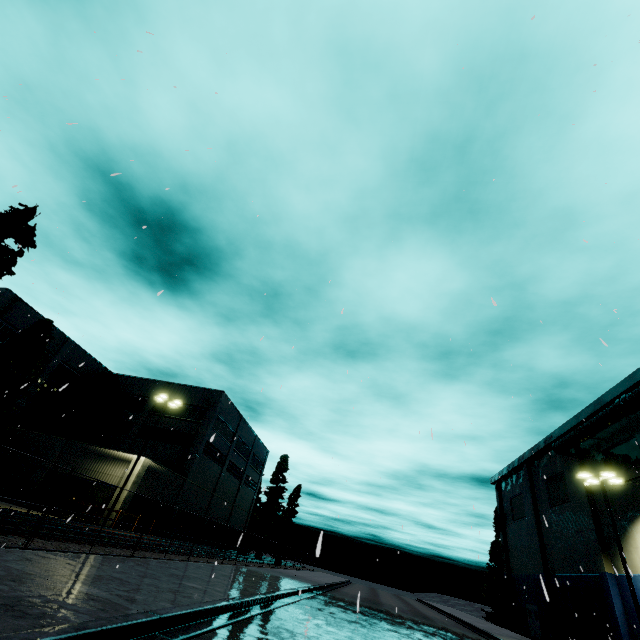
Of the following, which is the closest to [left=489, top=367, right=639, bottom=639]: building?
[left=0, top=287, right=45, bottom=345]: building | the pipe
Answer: the pipe

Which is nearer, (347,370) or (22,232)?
(347,370)

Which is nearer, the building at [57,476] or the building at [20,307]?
the building at [57,476]

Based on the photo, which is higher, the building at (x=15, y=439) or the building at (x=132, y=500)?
the building at (x=15, y=439)

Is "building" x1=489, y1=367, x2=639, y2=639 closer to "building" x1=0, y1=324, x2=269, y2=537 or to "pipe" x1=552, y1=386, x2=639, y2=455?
"pipe" x1=552, y1=386, x2=639, y2=455

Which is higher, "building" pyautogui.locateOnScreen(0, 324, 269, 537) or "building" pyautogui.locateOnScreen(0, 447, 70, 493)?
"building" pyautogui.locateOnScreen(0, 324, 269, 537)
